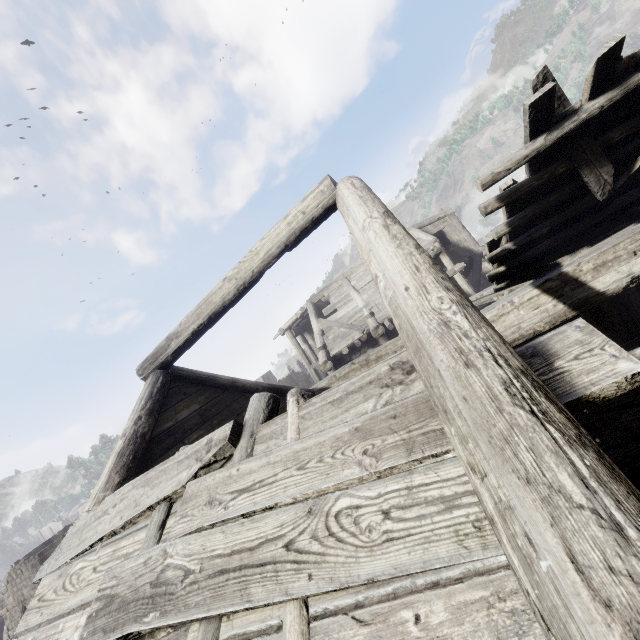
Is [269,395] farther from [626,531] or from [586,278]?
[586,278]

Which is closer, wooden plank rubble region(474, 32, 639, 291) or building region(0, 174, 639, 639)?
building region(0, 174, 639, 639)

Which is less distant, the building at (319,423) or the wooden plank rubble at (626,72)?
the building at (319,423)
